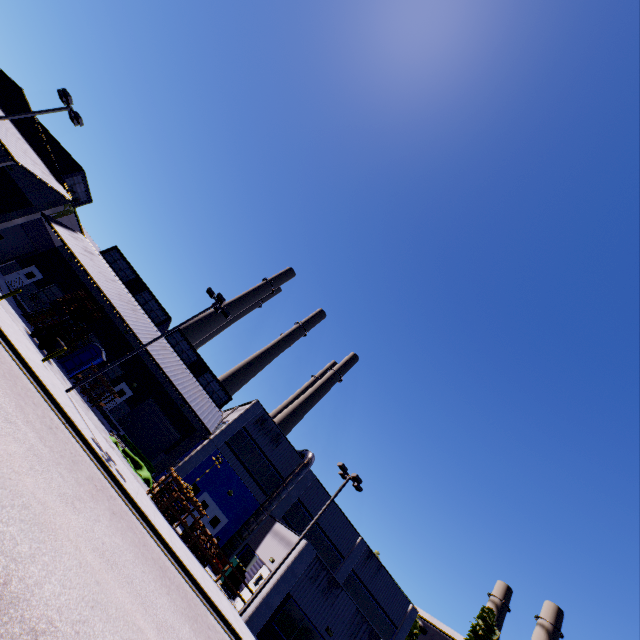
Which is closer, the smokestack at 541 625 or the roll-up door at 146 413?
the roll-up door at 146 413

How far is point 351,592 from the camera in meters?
28.1

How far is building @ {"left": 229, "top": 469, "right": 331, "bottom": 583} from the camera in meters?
21.6 m

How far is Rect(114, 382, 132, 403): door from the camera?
31.0m

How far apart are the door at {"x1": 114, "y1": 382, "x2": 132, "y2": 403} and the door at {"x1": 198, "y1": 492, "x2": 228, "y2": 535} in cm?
1265

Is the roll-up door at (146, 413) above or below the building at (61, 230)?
below

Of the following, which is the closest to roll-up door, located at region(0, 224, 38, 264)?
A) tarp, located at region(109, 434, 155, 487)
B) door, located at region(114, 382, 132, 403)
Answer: door, located at region(114, 382, 132, 403)

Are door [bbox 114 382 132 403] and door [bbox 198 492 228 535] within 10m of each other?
no
